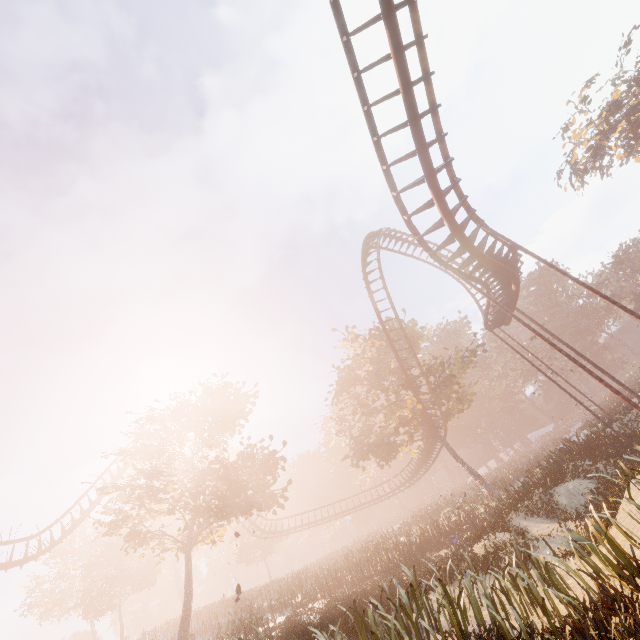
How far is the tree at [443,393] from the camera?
28.3m

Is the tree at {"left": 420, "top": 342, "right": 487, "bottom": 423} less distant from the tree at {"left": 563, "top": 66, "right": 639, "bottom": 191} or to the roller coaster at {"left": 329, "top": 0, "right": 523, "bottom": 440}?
the roller coaster at {"left": 329, "top": 0, "right": 523, "bottom": 440}

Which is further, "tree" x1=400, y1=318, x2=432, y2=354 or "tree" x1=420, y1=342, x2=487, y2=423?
"tree" x1=400, y1=318, x2=432, y2=354

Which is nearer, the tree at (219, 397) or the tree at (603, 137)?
the tree at (219, 397)

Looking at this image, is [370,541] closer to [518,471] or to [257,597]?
[257,597]

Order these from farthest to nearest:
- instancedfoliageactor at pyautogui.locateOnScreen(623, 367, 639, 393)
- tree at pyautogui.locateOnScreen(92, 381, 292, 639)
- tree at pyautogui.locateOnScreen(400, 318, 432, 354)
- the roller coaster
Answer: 1. tree at pyautogui.locateOnScreen(400, 318, 432, 354)
2. instancedfoliageactor at pyautogui.locateOnScreen(623, 367, 639, 393)
3. tree at pyautogui.locateOnScreen(92, 381, 292, 639)
4. the roller coaster

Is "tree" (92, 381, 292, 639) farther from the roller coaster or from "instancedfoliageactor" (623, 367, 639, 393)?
"instancedfoliageactor" (623, 367, 639, 393)

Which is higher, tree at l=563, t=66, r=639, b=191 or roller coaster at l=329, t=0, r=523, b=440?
tree at l=563, t=66, r=639, b=191
